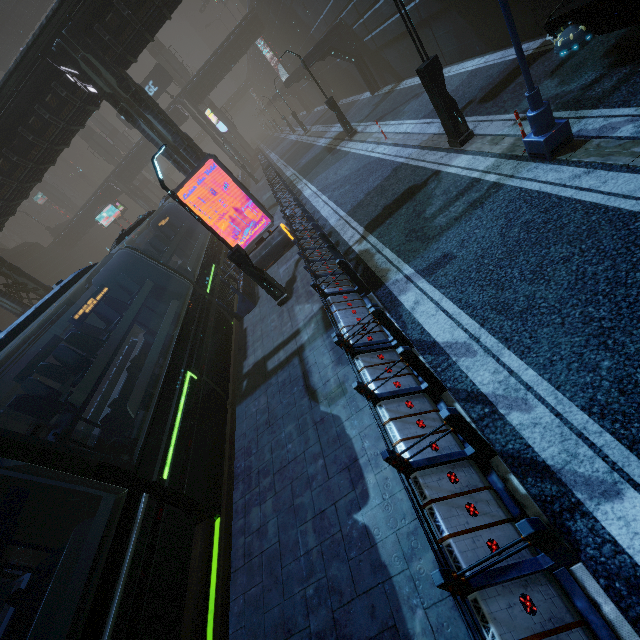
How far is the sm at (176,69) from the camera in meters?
43.4 m

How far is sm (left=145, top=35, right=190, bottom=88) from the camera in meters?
43.4 m

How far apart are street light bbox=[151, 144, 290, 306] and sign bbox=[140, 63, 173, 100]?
37.43m

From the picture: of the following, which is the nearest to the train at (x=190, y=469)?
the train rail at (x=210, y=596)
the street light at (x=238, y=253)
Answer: the train rail at (x=210, y=596)

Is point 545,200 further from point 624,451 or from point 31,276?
point 31,276

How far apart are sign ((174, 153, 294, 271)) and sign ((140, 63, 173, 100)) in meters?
33.2

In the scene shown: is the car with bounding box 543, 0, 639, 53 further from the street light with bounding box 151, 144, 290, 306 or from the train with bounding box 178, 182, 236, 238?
the train with bounding box 178, 182, 236, 238
